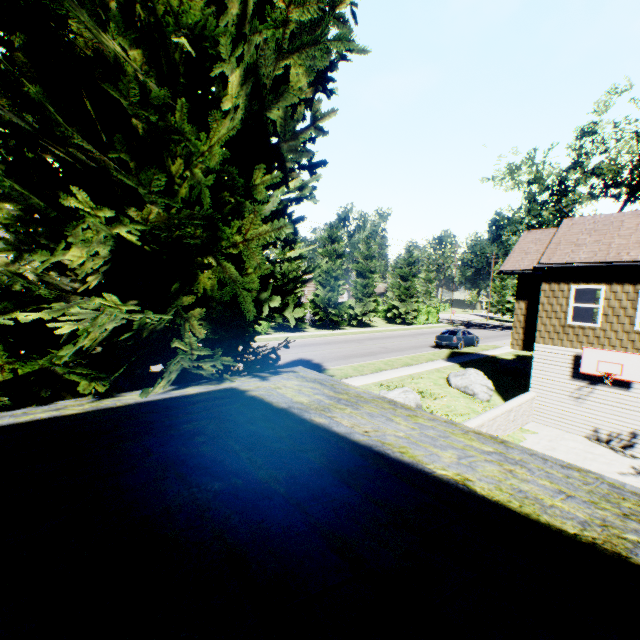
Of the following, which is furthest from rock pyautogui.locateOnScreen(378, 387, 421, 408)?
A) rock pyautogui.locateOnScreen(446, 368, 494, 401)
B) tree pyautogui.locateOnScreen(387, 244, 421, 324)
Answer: tree pyautogui.locateOnScreen(387, 244, 421, 324)

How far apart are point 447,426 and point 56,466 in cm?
327

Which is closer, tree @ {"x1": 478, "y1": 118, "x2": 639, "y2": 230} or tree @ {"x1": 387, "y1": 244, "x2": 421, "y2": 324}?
tree @ {"x1": 478, "y1": 118, "x2": 639, "y2": 230}

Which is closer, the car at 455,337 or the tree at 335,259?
the car at 455,337

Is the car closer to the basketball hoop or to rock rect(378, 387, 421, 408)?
the basketball hoop

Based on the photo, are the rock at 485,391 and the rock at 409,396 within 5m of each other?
yes

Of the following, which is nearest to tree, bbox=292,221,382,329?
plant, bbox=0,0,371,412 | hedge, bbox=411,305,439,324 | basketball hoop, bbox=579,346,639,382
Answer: plant, bbox=0,0,371,412

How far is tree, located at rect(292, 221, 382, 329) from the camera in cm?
3409
